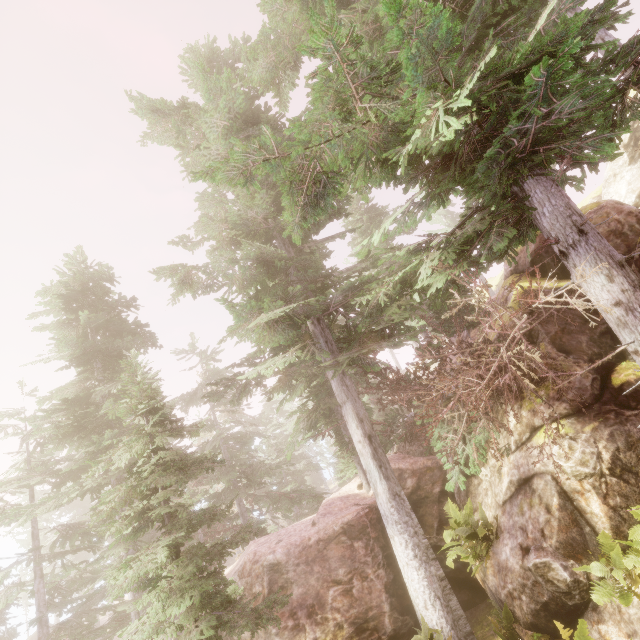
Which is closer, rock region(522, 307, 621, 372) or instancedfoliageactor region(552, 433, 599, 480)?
instancedfoliageactor region(552, 433, 599, 480)

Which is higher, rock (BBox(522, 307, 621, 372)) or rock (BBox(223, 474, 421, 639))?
rock (BBox(522, 307, 621, 372))

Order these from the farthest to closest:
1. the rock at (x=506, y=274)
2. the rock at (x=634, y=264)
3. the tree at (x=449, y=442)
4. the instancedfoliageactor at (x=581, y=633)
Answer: the rock at (x=506, y=274), the rock at (x=634, y=264), the tree at (x=449, y=442), the instancedfoliageactor at (x=581, y=633)

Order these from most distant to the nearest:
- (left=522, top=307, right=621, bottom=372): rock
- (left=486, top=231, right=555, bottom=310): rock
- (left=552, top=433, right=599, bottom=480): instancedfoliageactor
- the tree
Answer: (left=486, top=231, right=555, bottom=310): rock
(left=522, top=307, right=621, bottom=372): rock
(left=552, top=433, right=599, bottom=480): instancedfoliageactor
the tree

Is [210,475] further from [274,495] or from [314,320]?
[314,320]

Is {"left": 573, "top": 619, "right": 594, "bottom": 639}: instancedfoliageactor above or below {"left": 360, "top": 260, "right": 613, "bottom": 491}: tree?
below

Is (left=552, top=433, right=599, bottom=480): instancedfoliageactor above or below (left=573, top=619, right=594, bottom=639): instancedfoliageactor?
above

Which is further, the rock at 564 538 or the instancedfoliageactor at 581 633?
the rock at 564 538
